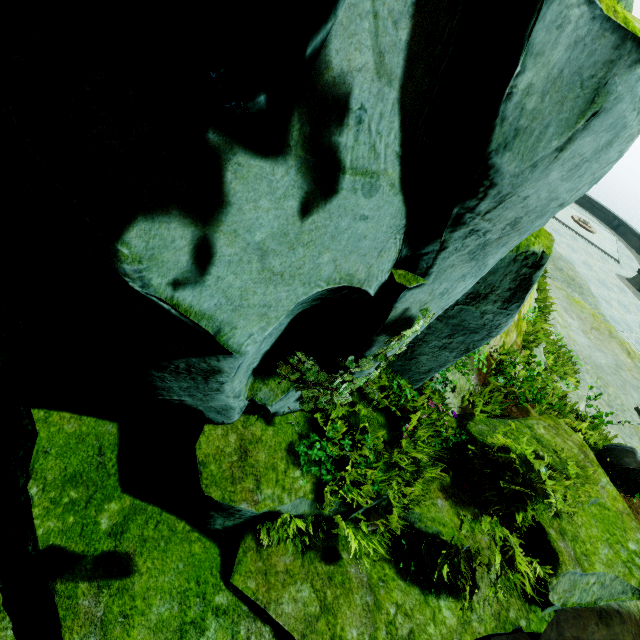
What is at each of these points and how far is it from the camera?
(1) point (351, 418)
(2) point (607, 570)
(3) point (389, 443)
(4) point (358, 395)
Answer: (1) rock, 4.5m
(2) rock, 4.4m
(3) rock, 4.6m
(4) rock, 4.7m

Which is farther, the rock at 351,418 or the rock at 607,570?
the rock at 351,418

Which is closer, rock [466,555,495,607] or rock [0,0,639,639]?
rock [0,0,639,639]

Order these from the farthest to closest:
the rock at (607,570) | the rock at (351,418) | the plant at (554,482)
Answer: the rock at (351,418), the plant at (554,482), the rock at (607,570)

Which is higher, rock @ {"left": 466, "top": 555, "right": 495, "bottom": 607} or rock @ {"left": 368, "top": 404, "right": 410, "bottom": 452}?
rock @ {"left": 368, "top": 404, "right": 410, "bottom": 452}

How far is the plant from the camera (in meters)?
3.81

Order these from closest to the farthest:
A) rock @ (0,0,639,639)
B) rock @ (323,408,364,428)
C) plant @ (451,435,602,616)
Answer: rock @ (0,0,639,639) → plant @ (451,435,602,616) → rock @ (323,408,364,428)
